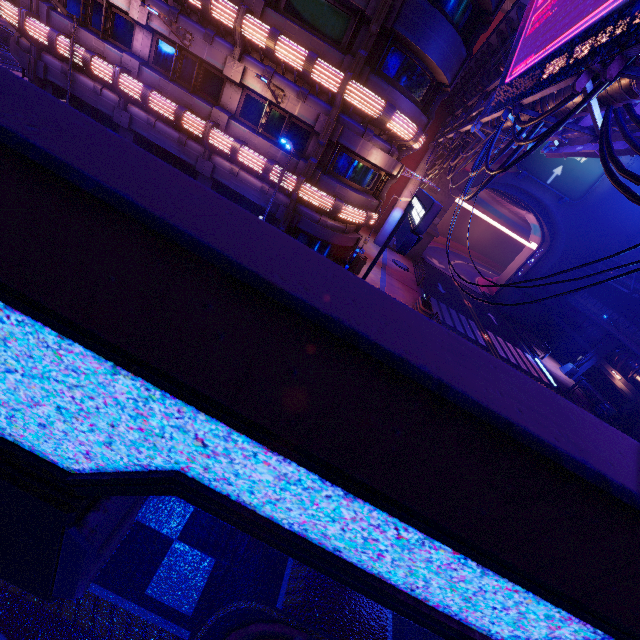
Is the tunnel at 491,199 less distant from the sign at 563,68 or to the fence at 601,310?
the fence at 601,310

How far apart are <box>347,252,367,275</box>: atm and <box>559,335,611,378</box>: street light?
23.3 meters

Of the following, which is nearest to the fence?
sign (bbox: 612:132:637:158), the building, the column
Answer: the column

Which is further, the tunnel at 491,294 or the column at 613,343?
the tunnel at 491,294

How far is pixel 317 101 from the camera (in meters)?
15.09

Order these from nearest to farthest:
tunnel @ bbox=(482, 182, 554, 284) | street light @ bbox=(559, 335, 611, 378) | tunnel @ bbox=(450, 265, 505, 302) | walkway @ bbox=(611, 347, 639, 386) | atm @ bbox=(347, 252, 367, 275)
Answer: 1. atm @ bbox=(347, 252, 367, 275)
2. walkway @ bbox=(611, 347, 639, 386)
3. street light @ bbox=(559, 335, 611, 378)
4. tunnel @ bbox=(482, 182, 554, 284)
5. tunnel @ bbox=(450, 265, 505, 302)

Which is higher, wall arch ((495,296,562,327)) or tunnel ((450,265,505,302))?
wall arch ((495,296,562,327))

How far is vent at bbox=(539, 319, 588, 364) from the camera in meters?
32.0
